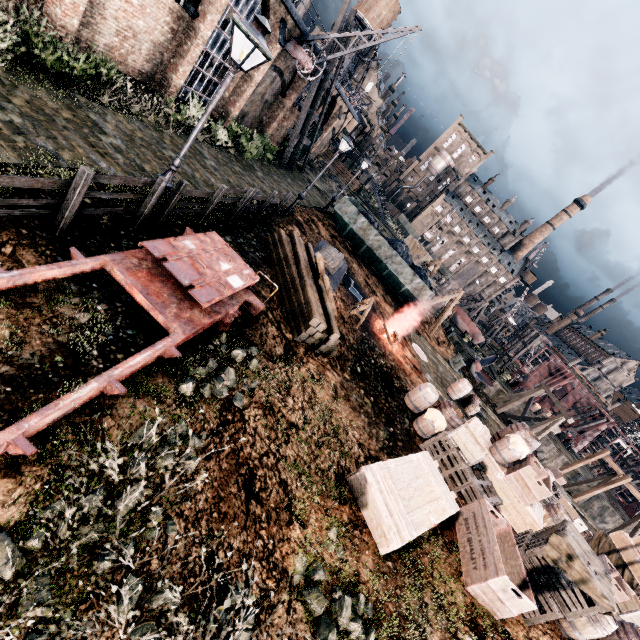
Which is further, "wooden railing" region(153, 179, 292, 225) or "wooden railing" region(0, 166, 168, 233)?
"wooden railing" region(153, 179, 292, 225)

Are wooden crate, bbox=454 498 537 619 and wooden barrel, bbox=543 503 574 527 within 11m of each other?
yes

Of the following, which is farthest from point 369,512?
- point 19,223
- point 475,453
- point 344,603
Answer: point 19,223

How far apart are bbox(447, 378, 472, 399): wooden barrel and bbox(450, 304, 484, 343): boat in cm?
2346

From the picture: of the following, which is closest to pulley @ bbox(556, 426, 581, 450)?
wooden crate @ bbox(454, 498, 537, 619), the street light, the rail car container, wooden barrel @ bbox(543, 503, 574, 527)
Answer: the rail car container

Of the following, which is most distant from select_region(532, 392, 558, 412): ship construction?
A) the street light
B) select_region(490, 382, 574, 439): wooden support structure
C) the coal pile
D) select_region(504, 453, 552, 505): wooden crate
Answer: the street light

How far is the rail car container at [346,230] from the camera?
25.6m

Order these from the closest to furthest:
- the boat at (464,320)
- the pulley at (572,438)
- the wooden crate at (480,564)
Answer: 1. the wooden crate at (480,564)
2. the boat at (464,320)
3. the pulley at (572,438)
